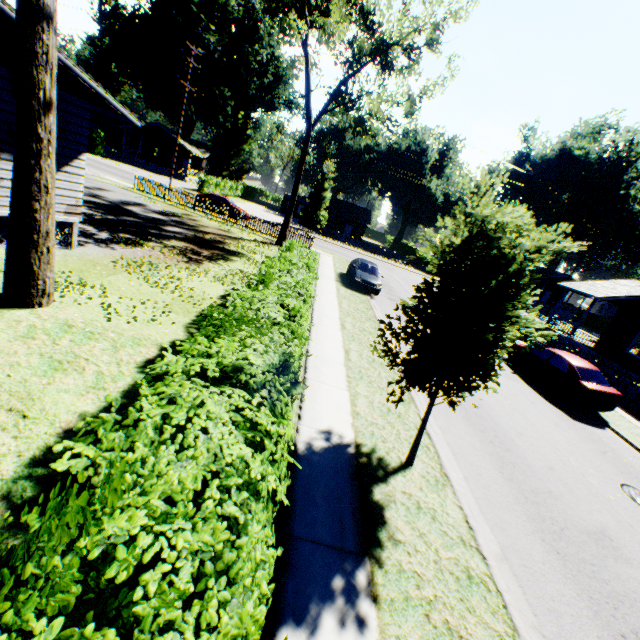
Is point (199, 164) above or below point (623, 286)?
below

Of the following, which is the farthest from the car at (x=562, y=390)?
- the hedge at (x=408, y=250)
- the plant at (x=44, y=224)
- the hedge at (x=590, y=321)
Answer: the hedge at (x=590, y=321)

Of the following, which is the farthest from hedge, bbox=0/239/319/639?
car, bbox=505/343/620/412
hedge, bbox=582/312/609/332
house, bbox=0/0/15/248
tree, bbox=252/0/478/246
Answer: hedge, bbox=582/312/609/332

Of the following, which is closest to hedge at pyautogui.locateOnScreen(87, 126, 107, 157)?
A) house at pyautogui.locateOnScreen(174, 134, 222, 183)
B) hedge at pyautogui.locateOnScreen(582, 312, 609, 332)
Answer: house at pyautogui.locateOnScreen(174, 134, 222, 183)

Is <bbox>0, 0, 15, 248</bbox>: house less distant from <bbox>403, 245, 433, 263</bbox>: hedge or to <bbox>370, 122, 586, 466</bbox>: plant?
<bbox>370, 122, 586, 466</bbox>: plant

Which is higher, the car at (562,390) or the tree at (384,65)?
the tree at (384,65)

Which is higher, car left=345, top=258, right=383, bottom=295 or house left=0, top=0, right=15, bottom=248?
house left=0, top=0, right=15, bottom=248

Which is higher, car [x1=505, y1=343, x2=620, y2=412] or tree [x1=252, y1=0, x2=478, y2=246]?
tree [x1=252, y1=0, x2=478, y2=246]
